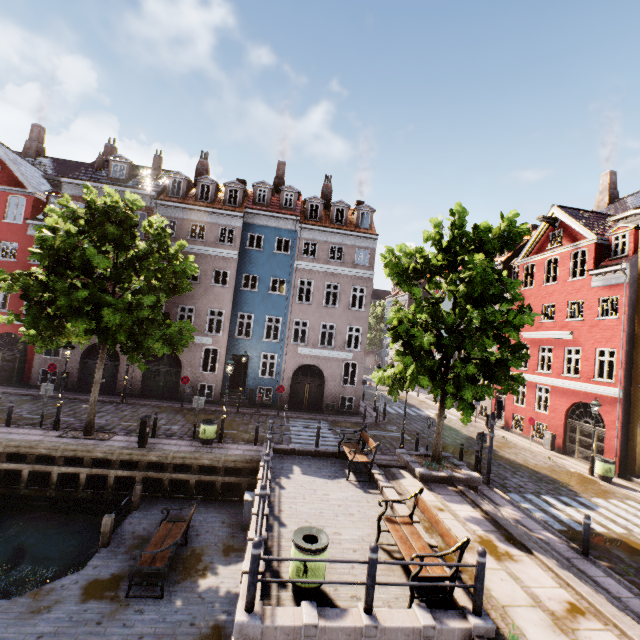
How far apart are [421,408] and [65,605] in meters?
27.2 m

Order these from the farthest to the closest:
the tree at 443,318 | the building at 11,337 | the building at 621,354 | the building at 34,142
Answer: the building at 34,142 < the building at 11,337 < the building at 621,354 < the tree at 443,318

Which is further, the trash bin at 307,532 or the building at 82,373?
the building at 82,373

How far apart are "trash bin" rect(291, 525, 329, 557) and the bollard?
2.65m

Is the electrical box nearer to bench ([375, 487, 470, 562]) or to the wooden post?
bench ([375, 487, 470, 562])

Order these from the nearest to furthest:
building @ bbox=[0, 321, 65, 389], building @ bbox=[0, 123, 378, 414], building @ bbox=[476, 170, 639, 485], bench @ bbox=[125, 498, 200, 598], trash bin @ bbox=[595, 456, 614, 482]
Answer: bench @ bbox=[125, 498, 200, 598]
trash bin @ bbox=[595, 456, 614, 482]
building @ bbox=[476, 170, 639, 485]
building @ bbox=[0, 321, 65, 389]
building @ bbox=[0, 123, 378, 414]

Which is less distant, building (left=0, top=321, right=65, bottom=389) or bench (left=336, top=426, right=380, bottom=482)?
bench (left=336, top=426, right=380, bottom=482)

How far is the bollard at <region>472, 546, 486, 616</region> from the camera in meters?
5.6
